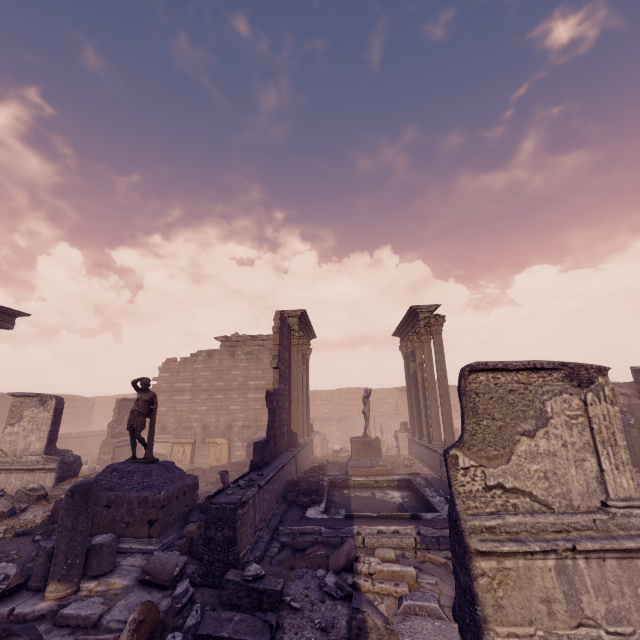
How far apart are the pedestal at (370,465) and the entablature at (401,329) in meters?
5.6 m

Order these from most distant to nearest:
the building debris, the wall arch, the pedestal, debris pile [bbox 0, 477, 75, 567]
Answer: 1. the wall arch
2. the pedestal
3. debris pile [bbox 0, 477, 75, 567]
4. the building debris

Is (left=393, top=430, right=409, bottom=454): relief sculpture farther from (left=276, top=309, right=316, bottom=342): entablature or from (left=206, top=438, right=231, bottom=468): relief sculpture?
(left=206, top=438, right=231, bottom=468): relief sculpture

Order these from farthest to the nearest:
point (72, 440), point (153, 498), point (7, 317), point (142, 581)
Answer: point (72, 440), point (7, 317), point (153, 498), point (142, 581)

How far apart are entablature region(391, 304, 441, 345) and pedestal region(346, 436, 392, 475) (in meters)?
5.64

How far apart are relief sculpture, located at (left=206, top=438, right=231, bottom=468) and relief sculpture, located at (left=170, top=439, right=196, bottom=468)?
0.7 meters

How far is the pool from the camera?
7.5 meters

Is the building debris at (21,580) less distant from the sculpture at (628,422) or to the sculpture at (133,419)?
the sculpture at (133,419)
